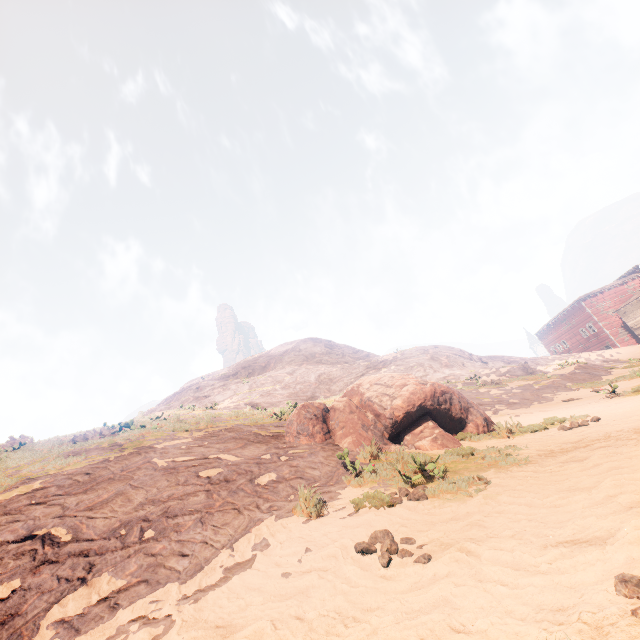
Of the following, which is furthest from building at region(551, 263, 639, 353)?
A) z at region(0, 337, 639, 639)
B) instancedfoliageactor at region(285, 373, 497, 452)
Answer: instancedfoliageactor at region(285, 373, 497, 452)

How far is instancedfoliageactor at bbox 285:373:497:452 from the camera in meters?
7.9

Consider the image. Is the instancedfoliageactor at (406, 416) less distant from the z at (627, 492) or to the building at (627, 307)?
the z at (627, 492)

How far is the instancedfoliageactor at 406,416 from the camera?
7.9 meters

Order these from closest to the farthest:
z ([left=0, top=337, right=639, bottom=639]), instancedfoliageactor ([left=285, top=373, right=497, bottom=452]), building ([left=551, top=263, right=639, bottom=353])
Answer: z ([left=0, top=337, right=639, bottom=639]) < instancedfoliageactor ([left=285, top=373, right=497, bottom=452]) < building ([left=551, top=263, right=639, bottom=353])

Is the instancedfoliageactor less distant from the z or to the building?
the z

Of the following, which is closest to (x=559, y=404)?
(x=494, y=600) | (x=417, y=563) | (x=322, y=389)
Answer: (x=417, y=563)
